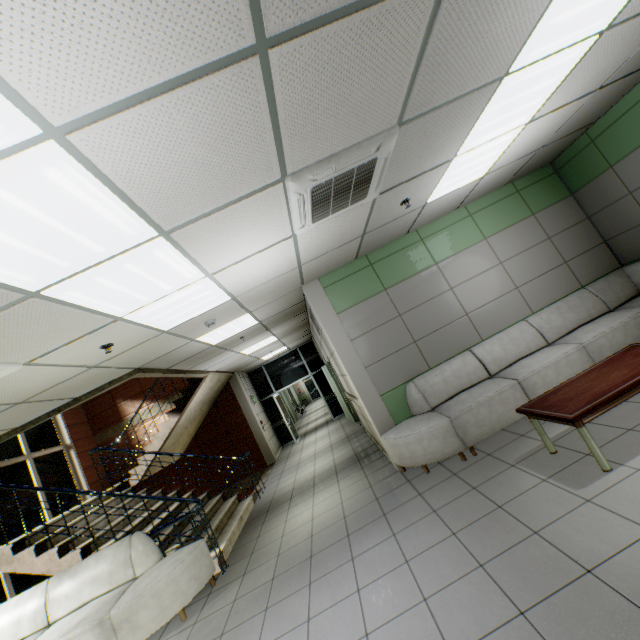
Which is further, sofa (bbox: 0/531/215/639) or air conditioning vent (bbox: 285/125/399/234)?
sofa (bbox: 0/531/215/639)

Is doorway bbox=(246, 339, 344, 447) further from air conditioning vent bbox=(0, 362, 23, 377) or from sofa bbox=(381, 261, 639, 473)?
air conditioning vent bbox=(0, 362, 23, 377)

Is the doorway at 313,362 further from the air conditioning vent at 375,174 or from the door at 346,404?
the air conditioning vent at 375,174

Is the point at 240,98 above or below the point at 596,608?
above

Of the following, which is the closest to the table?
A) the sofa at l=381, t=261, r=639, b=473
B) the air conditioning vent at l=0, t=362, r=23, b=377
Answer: the sofa at l=381, t=261, r=639, b=473

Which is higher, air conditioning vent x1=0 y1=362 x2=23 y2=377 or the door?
air conditioning vent x1=0 y1=362 x2=23 y2=377

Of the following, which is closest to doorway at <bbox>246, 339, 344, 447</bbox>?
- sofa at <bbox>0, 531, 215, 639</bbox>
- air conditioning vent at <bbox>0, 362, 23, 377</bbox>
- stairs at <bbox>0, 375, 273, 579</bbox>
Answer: stairs at <bbox>0, 375, 273, 579</bbox>

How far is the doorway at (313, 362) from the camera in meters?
12.6 m
